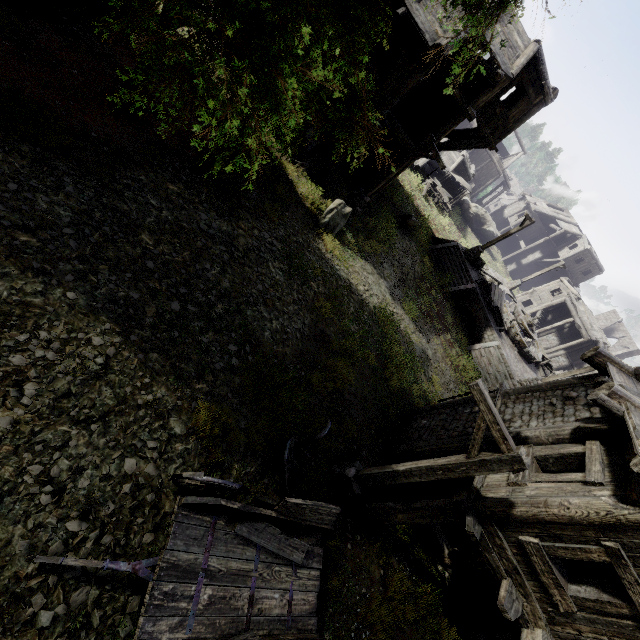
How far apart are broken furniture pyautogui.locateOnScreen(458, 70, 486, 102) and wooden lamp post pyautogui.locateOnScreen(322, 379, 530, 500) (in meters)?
14.27

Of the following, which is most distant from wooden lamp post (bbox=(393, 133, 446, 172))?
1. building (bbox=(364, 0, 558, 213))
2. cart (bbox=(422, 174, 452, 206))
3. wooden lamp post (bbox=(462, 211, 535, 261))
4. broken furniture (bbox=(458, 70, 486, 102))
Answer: cart (bbox=(422, 174, 452, 206))

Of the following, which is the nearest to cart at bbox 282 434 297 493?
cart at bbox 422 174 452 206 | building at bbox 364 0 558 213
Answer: building at bbox 364 0 558 213

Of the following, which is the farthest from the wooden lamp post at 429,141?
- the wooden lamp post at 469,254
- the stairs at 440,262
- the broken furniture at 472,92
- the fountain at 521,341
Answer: the fountain at 521,341

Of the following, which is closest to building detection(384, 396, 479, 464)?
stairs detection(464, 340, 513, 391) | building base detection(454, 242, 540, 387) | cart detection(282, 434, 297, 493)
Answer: cart detection(282, 434, 297, 493)

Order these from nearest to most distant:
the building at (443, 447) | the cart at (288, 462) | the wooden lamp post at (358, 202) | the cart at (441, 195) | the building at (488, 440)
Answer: the cart at (288, 462) → the building at (488, 440) → the building at (443, 447) → the wooden lamp post at (358, 202) → the cart at (441, 195)

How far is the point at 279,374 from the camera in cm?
712

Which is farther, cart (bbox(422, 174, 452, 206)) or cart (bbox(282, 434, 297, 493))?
cart (bbox(422, 174, 452, 206))
